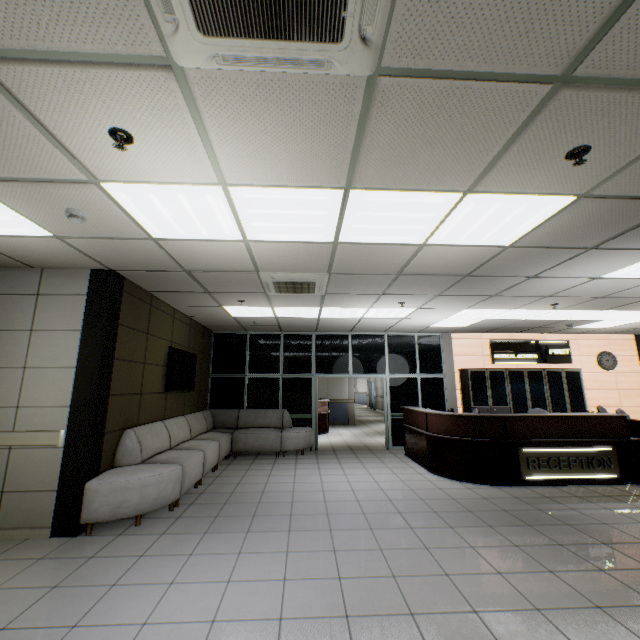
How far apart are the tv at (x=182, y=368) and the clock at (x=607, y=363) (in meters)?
11.47

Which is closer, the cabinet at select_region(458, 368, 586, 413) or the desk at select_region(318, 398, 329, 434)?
the cabinet at select_region(458, 368, 586, 413)

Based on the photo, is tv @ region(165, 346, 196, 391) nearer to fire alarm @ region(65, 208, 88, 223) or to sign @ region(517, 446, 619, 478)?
fire alarm @ region(65, 208, 88, 223)

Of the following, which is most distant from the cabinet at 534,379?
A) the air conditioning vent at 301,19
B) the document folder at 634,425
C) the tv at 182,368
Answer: the air conditioning vent at 301,19

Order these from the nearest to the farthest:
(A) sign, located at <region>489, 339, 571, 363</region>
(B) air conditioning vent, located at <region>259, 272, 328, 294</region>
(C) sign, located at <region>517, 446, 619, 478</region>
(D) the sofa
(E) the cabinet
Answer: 1. (D) the sofa
2. (B) air conditioning vent, located at <region>259, 272, 328, 294</region>
3. (C) sign, located at <region>517, 446, 619, 478</region>
4. (E) the cabinet
5. (A) sign, located at <region>489, 339, 571, 363</region>

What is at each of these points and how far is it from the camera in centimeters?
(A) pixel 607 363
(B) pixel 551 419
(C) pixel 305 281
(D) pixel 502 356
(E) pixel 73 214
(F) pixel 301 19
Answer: (A) clock, 964cm
(B) desk, 583cm
(C) air conditioning vent, 473cm
(D) sign, 948cm
(E) fire alarm, 290cm
(F) air conditioning vent, 136cm

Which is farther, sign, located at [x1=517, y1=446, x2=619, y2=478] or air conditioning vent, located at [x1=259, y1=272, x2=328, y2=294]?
sign, located at [x1=517, y1=446, x2=619, y2=478]

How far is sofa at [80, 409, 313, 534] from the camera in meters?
3.9
